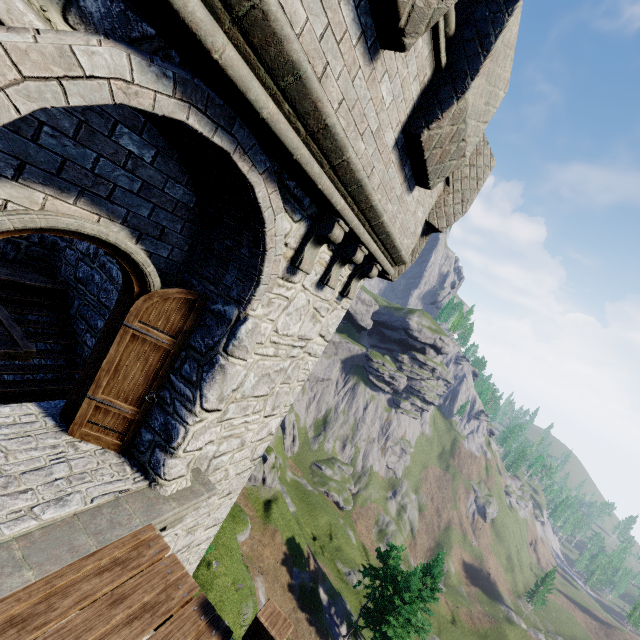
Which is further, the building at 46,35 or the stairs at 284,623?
the stairs at 284,623

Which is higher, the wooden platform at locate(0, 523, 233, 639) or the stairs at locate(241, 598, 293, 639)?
the stairs at locate(241, 598, 293, 639)

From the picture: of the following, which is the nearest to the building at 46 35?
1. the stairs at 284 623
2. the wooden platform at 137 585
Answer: the wooden platform at 137 585

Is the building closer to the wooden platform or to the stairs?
the wooden platform

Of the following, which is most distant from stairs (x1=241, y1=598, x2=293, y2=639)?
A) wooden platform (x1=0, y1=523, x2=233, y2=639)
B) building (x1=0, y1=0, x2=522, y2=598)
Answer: building (x1=0, y1=0, x2=522, y2=598)

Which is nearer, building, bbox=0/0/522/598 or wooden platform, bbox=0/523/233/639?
building, bbox=0/0/522/598

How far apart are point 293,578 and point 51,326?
41.6 meters
